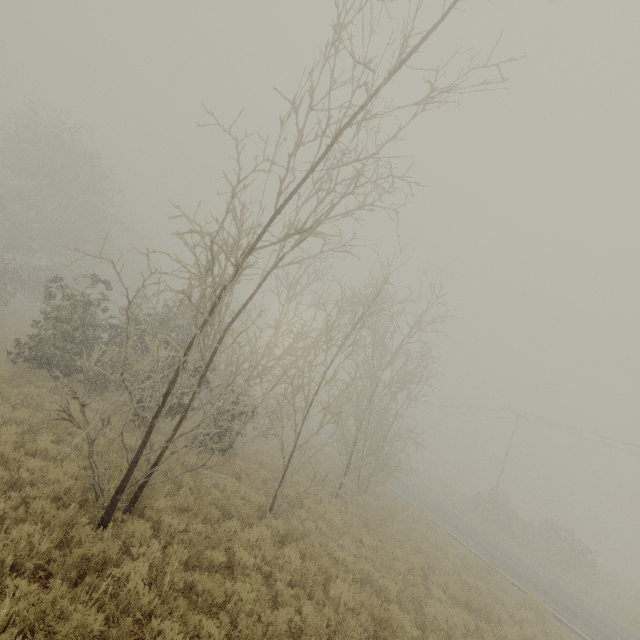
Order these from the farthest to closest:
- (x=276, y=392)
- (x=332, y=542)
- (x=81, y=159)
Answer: (x=81, y=159), (x=276, y=392), (x=332, y=542)
